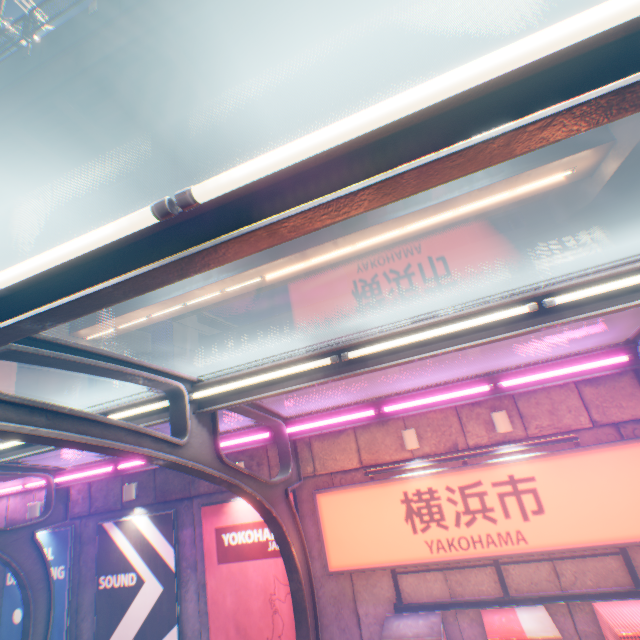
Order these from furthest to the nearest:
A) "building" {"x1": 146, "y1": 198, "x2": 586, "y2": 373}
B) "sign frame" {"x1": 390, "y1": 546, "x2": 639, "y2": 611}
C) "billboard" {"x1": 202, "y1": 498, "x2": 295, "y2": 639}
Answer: "building" {"x1": 146, "y1": 198, "x2": 586, "y2": 373} → "billboard" {"x1": 202, "y1": 498, "x2": 295, "y2": 639} → "sign frame" {"x1": 390, "y1": 546, "x2": 639, "y2": 611}

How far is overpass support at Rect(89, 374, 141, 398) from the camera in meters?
22.3

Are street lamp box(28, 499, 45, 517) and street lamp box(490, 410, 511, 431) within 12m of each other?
no

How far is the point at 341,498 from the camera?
7.30m

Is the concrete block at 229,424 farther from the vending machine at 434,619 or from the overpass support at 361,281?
the overpass support at 361,281

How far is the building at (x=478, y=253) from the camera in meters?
27.2

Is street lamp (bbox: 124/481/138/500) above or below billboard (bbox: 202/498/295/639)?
above

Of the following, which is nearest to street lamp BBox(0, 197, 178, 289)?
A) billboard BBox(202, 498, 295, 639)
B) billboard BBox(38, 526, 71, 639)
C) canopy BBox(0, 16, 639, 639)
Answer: canopy BBox(0, 16, 639, 639)
